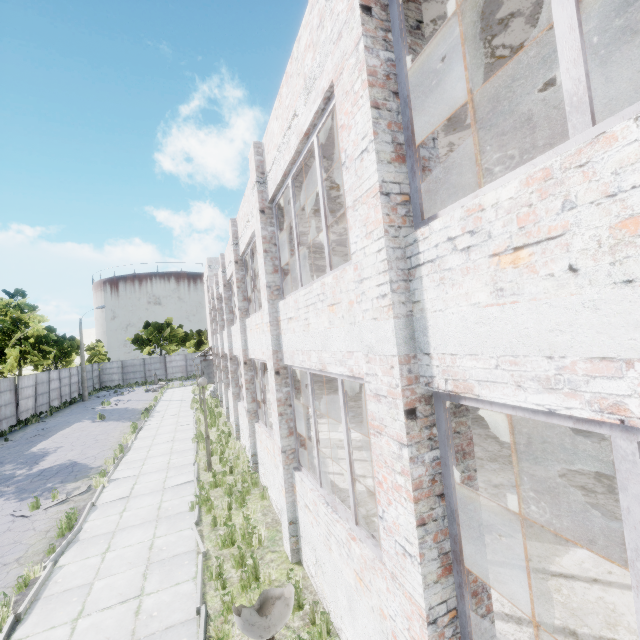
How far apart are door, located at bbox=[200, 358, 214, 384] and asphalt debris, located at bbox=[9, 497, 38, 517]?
16.9 meters

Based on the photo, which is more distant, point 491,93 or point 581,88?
point 491,93

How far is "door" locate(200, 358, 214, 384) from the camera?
28.56m

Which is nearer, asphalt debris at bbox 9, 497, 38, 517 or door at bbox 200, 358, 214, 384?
asphalt debris at bbox 9, 497, 38, 517

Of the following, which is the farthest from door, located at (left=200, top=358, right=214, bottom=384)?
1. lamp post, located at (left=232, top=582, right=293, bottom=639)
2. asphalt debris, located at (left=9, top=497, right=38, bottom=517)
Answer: lamp post, located at (left=232, top=582, right=293, bottom=639)

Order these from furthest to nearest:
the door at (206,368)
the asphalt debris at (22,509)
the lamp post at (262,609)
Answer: the door at (206,368), the asphalt debris at (22,509), the lamp post at (262,609)

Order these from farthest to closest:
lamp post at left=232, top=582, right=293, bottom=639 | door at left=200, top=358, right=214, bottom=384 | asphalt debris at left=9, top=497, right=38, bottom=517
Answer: door at left=200, top=358, right=214, bottom=384
asphalt debris at left=9, top=497, right=38, bottom=517
lamp post at left=232, top=582, right=293, bottom=639

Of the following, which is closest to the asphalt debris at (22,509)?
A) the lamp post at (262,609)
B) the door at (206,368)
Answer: the lamp post at (262,609)
